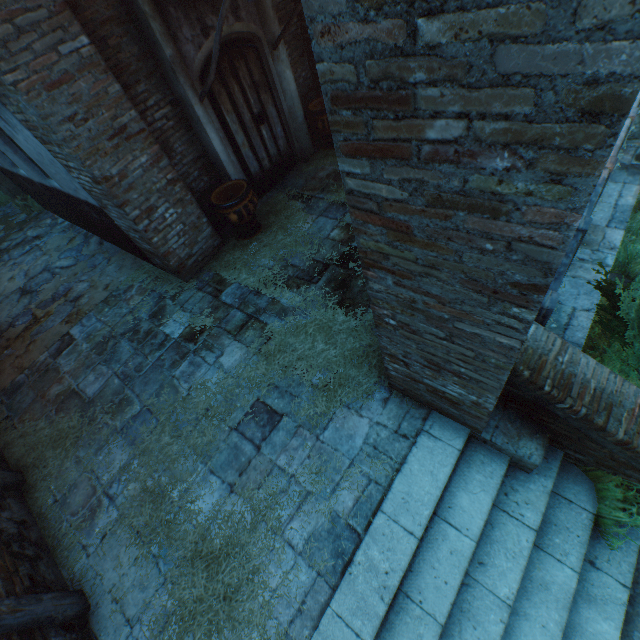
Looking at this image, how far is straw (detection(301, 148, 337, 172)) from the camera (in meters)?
6.80

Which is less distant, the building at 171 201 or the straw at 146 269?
the building at 171 201

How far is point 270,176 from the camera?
6.6 meters

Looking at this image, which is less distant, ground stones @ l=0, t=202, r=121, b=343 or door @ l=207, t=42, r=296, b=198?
door @ l=207, t=42, r=296, b=198

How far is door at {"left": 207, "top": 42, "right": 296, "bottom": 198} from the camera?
5.2m

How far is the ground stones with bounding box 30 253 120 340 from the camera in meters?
6.1
